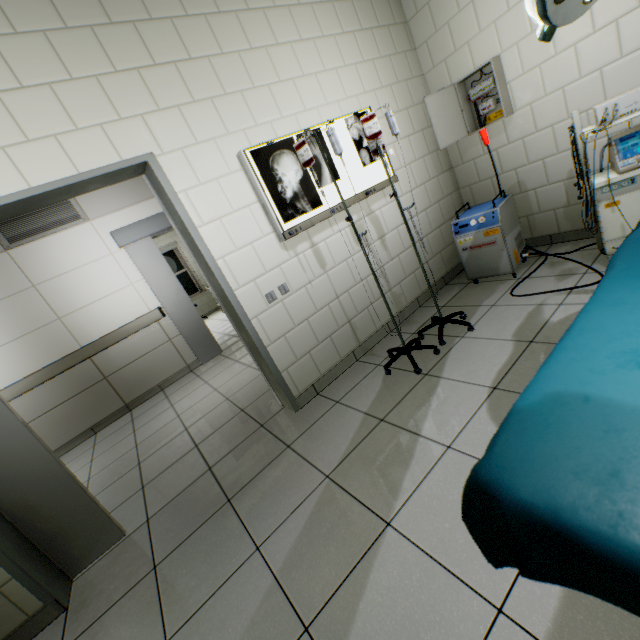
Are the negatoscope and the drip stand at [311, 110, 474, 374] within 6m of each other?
yes

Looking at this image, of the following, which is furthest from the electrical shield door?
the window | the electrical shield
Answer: the window

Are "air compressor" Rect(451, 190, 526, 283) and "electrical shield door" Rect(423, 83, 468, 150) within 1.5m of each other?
yes

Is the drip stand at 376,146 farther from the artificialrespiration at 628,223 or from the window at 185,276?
the window at 185,276

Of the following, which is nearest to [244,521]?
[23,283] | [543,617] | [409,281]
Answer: [543,617]

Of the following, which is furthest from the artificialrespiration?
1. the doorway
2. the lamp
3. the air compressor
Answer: the doorway

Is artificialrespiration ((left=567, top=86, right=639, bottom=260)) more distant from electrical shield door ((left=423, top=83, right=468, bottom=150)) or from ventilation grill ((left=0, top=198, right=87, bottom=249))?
ventilation grill ((left=0, top=198, right=87, bottom=249))

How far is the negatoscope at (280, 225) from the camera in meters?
2.4 m
